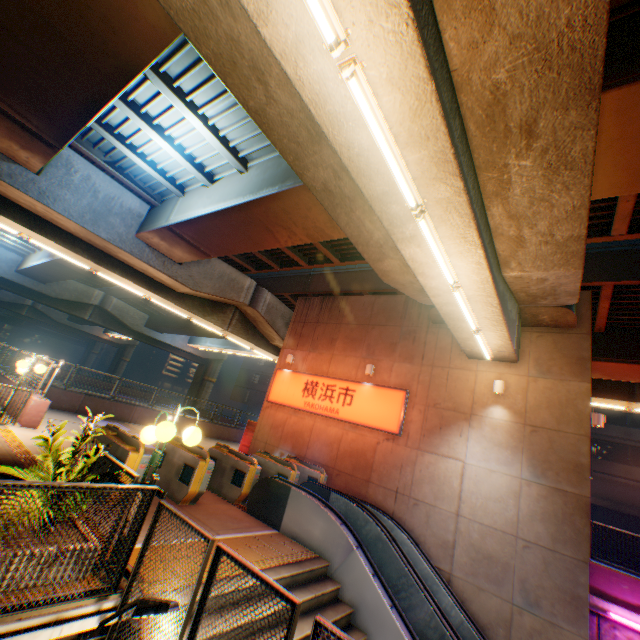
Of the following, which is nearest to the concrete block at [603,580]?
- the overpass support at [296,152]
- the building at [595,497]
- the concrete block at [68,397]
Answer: the overpass support at [296,152]

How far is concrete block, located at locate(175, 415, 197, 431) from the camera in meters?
20.2

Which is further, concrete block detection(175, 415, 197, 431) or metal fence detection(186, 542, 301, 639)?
concrete block detection(175, 415, 197, 431)

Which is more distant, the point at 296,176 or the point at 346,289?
the point at 346,289

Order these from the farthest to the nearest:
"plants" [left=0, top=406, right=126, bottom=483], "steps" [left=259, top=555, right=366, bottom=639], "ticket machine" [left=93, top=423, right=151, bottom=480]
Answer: "ticket machine" [left=93, top=423, right=151, bottom=480], "steps" [left=259, top=555, right=366, bottom=639], "plants" [left=0, top=406, right=126, bottom=483]

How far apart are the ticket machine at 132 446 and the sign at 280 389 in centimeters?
738cm

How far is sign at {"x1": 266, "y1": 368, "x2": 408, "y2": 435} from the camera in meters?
11.8

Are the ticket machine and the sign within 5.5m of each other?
no
